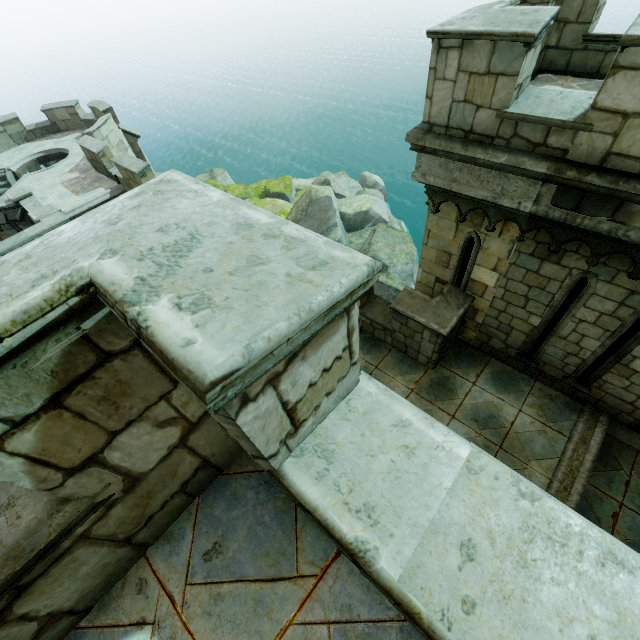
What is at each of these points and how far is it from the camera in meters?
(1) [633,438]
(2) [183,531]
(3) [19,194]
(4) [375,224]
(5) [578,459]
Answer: (1) stone column, 6.3 m
(2) building, 2.0 m
(3) stair, 15.2 m
(4) rock, 28.1 m
(5) trim, 6.1 m

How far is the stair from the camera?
15.1 meters

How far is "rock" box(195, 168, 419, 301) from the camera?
22.6m

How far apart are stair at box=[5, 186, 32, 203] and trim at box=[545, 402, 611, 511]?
22.3m

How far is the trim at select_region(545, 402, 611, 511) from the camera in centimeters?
577cm

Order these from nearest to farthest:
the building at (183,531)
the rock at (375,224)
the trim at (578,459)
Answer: the building at (183,531)
the trim at (578,459)
the rock at (375,224)

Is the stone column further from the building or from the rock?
the rock

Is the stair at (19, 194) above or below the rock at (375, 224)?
above
